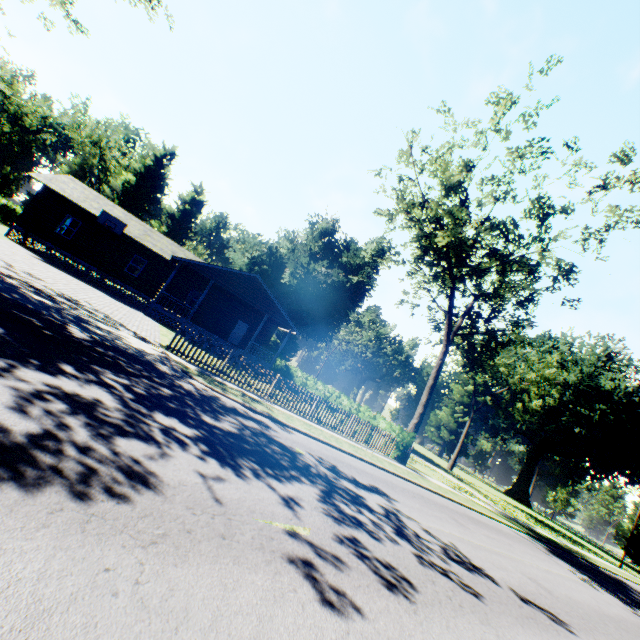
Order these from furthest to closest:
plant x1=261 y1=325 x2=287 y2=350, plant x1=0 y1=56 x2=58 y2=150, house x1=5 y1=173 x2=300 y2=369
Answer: plant x1=261 y1=325 x2=287 y2=350, plant x1=0 y1=56 x2=58 y2=150, house x1=5 y1=173 x2=300 y2=369

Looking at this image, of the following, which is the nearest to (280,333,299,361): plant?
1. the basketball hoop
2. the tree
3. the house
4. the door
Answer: the tree

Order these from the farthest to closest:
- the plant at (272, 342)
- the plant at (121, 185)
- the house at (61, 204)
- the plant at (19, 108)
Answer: the plant at (121, 185), the plant at (272, 342), the plant at (19, 108), the house at (61, 204)

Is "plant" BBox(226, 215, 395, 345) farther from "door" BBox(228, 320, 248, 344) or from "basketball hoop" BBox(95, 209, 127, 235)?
"door" BBox(228, 320, 248, 344)

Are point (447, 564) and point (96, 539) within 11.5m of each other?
yes

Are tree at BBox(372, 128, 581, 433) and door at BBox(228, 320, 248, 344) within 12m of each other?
no

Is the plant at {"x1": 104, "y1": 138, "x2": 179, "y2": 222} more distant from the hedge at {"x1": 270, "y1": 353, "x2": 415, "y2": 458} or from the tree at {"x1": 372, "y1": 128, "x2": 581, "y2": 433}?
the hedge at {"x1": 270, "y1": 353, "x2": 415, "y2": 458}

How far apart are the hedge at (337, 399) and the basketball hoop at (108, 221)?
18.96m
